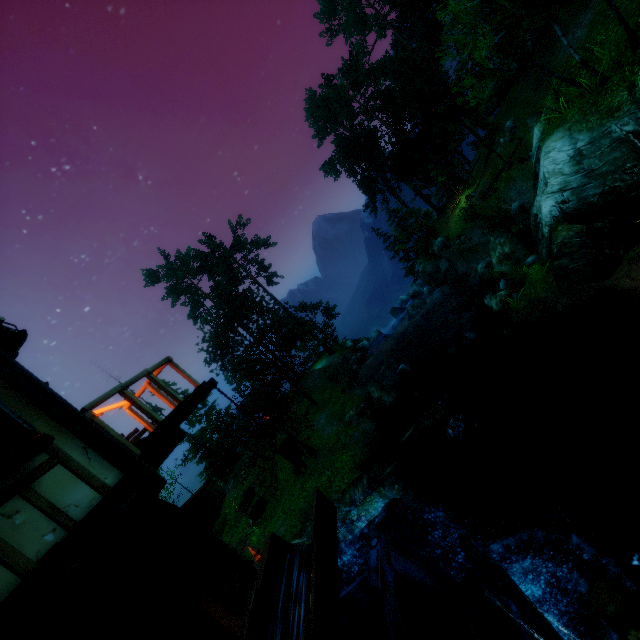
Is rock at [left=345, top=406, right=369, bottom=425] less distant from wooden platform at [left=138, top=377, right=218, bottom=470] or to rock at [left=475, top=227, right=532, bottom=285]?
rock at [left=475, top=227, right=532, bottom=285]

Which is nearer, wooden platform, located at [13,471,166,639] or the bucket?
wooden platform, located at [13,471,166,639]

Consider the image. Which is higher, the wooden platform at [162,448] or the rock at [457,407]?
the wooden platform at [162,448]

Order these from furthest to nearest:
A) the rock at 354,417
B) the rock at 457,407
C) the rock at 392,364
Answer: the rock at 354,417 < the rock at 392,364 < the rock at 457,407

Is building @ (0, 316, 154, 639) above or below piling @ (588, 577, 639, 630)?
above

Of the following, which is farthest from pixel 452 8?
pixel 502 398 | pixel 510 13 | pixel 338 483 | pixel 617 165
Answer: pixel 338 483

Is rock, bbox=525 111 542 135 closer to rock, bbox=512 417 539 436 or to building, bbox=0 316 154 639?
rock, bbox=512 417 539 436

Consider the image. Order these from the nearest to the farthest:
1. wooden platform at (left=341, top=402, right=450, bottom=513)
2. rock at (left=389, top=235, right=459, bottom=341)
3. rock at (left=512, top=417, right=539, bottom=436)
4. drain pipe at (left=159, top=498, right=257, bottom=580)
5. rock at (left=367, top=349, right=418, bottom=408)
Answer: drain pipe at (left=159, top=498, right=257, bottom=580) < rock at (left=512, top=417, right=539, bottom=436) < wooden platform at (left=341, top=402, right=450, bottom=513) < rock at (left=367, top=349, right=418, bottom=408) < rock at (left=389, top=235, right=459, bottom=341)
